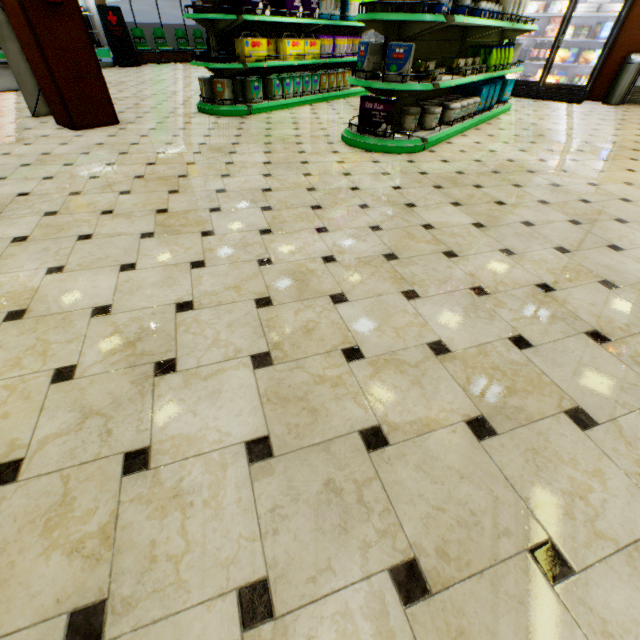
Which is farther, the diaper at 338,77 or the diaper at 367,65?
the diaper at 338,77

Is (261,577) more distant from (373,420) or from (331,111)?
(331,111)

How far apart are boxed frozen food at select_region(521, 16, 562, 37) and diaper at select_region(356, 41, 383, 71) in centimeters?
677cm

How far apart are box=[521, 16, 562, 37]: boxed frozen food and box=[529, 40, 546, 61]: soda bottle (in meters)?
0.08

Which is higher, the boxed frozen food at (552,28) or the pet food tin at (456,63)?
the boxed frozen food at (552,28)

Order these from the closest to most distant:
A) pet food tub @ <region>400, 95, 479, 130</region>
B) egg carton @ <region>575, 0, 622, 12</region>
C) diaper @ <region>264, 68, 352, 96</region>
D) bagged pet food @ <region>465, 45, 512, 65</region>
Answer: pet food tub @ <region>400, 95, 479, 130</region> < bagged pet food @ <region>465, 45, 512, 65</region> < diaper @ <region>264, 68, 352, 96</region> < egg carton @ <region>575, 0, 622, 12</region>

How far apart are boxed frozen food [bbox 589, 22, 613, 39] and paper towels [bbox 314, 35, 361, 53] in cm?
562

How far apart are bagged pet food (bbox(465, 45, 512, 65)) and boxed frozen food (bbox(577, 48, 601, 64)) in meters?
3.9 m
